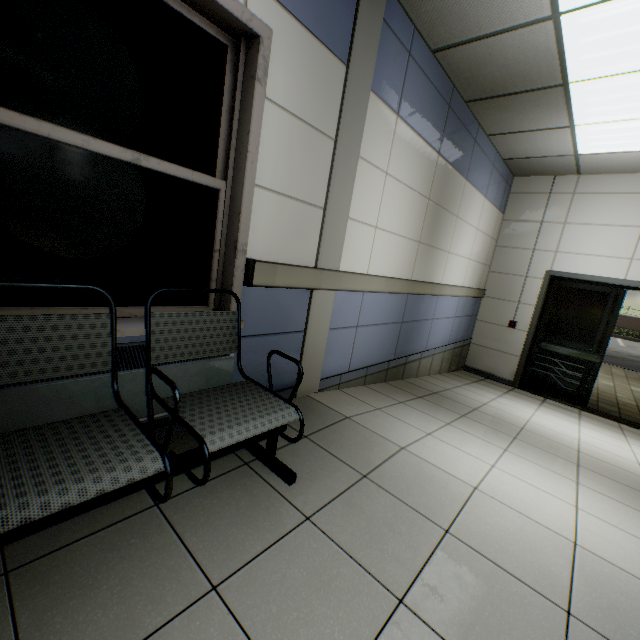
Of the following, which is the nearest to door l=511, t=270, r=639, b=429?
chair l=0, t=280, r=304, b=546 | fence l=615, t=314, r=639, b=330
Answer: chair l=0, t=280, r=304, b=546

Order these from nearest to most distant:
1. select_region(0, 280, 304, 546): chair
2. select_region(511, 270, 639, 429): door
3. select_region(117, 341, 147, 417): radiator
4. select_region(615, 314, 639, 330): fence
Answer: select_region(0, 280, 304, 546): chair
select_region(117, 341, 147, 417): radiator
select_region(511, 270, 639, 429): door
select_region(615, 314, 639, 330): fence

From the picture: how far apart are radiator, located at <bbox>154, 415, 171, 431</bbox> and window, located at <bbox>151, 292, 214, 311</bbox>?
0.2 meters

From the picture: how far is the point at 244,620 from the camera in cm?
108

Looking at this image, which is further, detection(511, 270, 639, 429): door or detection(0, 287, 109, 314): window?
detection(511, 270, 639, 429): door

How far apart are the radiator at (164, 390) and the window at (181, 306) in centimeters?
21cm

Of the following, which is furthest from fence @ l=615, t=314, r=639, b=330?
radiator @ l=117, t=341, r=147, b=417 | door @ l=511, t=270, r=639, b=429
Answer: radiator @ l=117, t=341, r=147, b=417

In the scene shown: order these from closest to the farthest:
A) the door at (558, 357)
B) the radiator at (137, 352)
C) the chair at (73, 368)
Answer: the chair at (73, 368) → the radiator at (137, 352) → the door at (558, 357)
